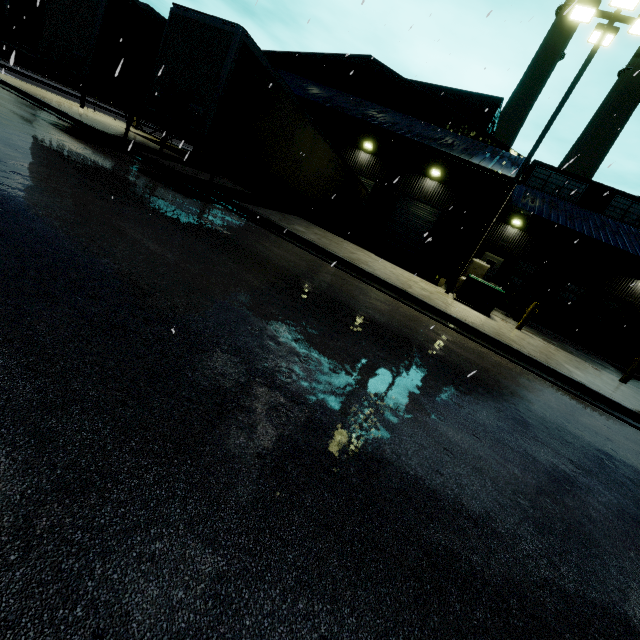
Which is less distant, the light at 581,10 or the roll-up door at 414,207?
the light at 581,10

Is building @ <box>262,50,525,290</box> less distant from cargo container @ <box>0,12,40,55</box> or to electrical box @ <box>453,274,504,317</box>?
cargo container @ <box>0,12,40,55</box>

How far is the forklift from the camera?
15.92m

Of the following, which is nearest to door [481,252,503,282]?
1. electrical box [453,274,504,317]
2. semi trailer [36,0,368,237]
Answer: semi trailer [36,0,368,237]

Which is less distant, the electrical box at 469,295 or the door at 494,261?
the electrical box at 469,295

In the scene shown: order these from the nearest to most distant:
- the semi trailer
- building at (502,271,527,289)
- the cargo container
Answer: the semi trailer
building at (502,271,527,289)
the cargo container

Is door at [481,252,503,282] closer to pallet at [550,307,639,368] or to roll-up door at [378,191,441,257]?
roll-up door at [378,191,441,257]

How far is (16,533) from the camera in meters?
1.4
